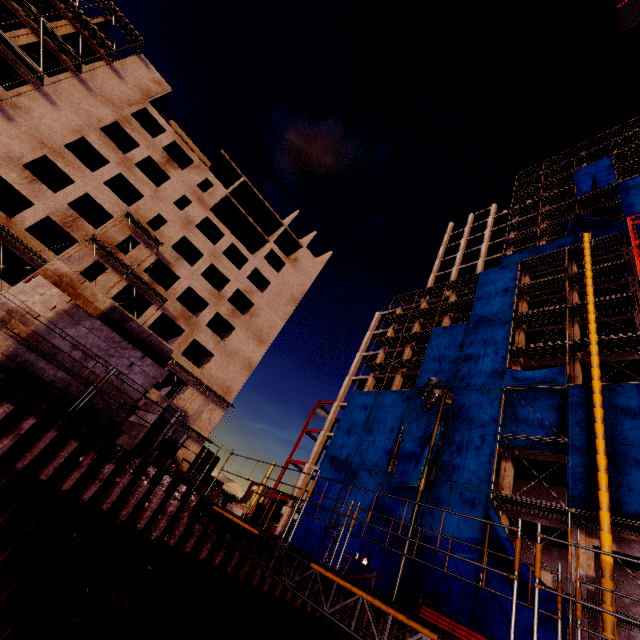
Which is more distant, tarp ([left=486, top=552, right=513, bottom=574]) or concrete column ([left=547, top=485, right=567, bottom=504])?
concrete column ([left=547, top=485, right=567, bottom=504])

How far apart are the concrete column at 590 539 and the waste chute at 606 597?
2.2 meters

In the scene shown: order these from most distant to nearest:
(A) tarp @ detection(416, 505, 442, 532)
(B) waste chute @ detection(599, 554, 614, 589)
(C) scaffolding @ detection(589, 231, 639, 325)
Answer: (C) scaffolding @ detection(589, 231, 639, 325)
(A) tarp @ detection(416, 505, 442, 532)
(B) waste chute @ detection(599, 554, 614, 589)

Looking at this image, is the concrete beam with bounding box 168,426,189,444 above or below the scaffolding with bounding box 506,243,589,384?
below

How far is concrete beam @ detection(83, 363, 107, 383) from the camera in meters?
8.4 m

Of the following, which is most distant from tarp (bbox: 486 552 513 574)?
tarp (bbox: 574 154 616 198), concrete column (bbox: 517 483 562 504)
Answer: concrete column (bbox: 517 483 562 504)

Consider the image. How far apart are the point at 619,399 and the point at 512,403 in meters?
6.0
